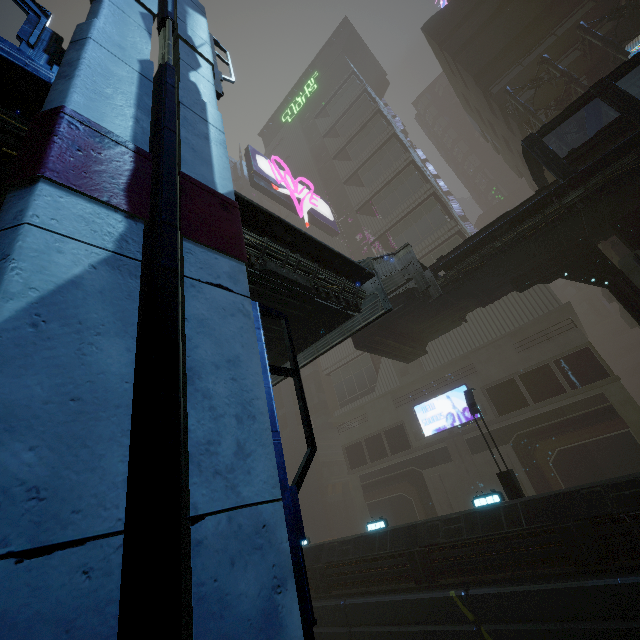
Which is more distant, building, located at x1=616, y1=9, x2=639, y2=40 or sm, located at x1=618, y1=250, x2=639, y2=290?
building, located at x1=616, y1=9, x2=639, y2=40

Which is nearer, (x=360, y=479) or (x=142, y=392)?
(x=142, y=392)

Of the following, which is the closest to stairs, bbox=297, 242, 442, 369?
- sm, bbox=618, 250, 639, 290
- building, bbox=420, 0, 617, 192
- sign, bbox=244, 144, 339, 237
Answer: sm, bbox=618, 250, 639, 290

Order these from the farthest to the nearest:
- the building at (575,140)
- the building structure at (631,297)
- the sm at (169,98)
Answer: the building at (575,140)
the building structure at (631,297)
the sm at (169,98)

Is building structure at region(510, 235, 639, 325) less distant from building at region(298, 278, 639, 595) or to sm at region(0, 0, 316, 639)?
building at region(298, 278, 639, 595)

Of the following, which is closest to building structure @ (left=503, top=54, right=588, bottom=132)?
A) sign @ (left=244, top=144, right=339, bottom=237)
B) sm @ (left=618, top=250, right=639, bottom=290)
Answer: sm @ (left=618, top=250, right=639, bottom=290)

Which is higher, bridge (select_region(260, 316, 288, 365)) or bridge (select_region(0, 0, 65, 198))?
bridge (select_region(0, 0, 65, 198))

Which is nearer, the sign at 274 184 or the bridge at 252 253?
the bridge at 252 253
